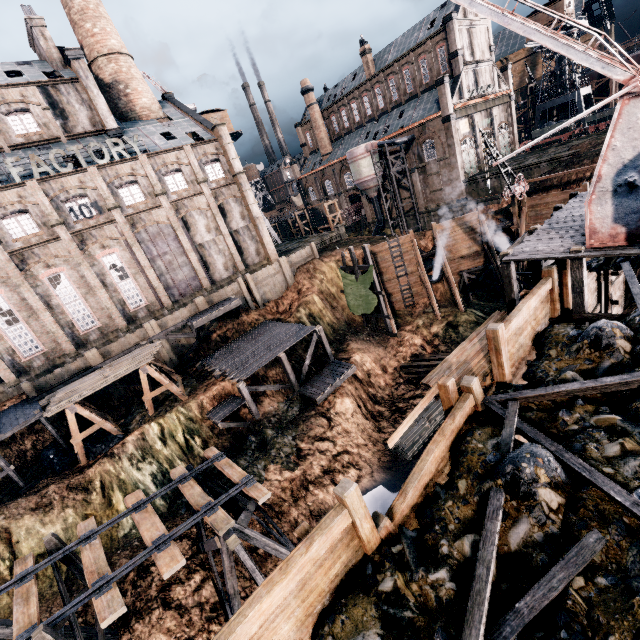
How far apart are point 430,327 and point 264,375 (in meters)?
18.02

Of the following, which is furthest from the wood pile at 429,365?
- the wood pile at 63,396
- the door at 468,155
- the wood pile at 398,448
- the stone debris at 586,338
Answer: the door at 468,155

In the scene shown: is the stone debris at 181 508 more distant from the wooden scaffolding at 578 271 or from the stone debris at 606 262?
the stone debris at 606 262

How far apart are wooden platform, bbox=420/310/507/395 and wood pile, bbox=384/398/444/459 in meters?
13.4

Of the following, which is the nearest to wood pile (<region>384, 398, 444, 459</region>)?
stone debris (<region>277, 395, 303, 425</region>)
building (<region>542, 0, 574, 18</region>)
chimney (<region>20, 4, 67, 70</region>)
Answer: stone debris (<region>277, 395, 303, 425</region>)

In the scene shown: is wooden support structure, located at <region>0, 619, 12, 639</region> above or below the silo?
below

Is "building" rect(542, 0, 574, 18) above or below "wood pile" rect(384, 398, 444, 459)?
above

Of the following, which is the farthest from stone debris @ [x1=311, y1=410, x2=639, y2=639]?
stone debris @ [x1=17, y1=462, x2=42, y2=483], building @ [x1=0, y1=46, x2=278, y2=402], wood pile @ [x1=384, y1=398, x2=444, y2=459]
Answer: building @ [x1=0, y1=46, x2=278, y2=402]
